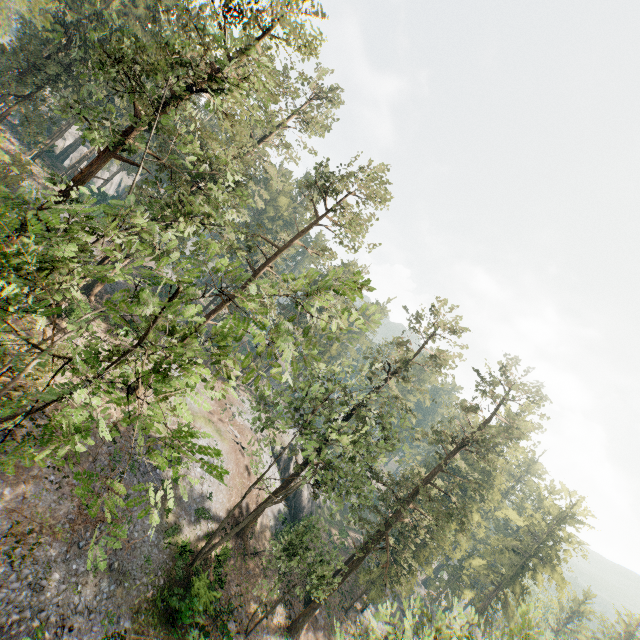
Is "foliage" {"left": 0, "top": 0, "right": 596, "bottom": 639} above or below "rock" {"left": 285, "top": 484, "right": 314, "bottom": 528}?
above

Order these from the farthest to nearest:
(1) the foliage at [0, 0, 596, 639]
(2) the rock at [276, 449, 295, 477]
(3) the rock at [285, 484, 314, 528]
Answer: (2) the rock at [276, 449, 295, 477]
(3) the rock at [285, 484, 314, 528]
(1) the foliage at [0, 0, 596, 639]

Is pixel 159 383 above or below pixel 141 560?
above

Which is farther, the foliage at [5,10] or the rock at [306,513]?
the rock at [306,513]

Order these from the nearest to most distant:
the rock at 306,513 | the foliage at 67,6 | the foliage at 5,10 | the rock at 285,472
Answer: the foliage at 67,6, the foliage at 5,10, the rock at 306,513, the rock at 285,472

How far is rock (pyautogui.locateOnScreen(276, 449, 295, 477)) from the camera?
44.45m

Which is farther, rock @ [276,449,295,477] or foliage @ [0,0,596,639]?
rock @ [276,449,295,477]
